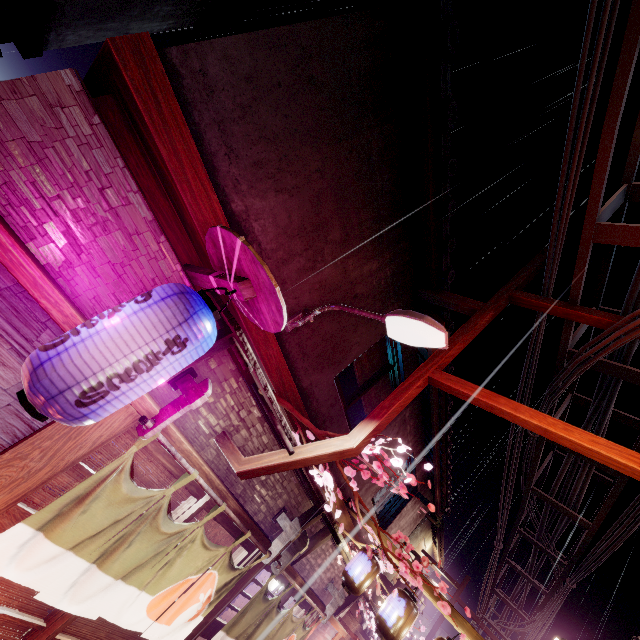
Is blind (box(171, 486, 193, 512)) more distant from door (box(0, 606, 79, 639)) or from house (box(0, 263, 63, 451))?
house (box(0, 263, 63, 451))

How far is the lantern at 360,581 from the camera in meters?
10.0

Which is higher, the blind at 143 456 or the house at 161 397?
the house at 161 397

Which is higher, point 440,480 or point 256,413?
point 440,480

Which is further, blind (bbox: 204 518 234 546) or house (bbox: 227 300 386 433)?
blind (bbox: 204 518 234 546)

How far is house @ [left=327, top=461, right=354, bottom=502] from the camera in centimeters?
1064cm

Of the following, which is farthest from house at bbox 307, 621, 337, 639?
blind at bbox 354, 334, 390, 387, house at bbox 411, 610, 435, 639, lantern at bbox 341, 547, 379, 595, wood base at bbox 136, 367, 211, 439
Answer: house at bbox 411, 610, 435, 639

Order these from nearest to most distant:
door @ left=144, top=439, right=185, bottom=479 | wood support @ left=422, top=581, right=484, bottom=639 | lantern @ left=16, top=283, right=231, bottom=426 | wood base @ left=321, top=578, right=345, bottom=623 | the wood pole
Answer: lantern @ left=16, top=283, right=231, bottom=426 → the wood pole → door @ left=144, top=439, right=185, bottom=479 → wood support @ left=422, top=581, right=484, bottom=639 → wood base @ left=321, top=578, right=345, bottom=623
